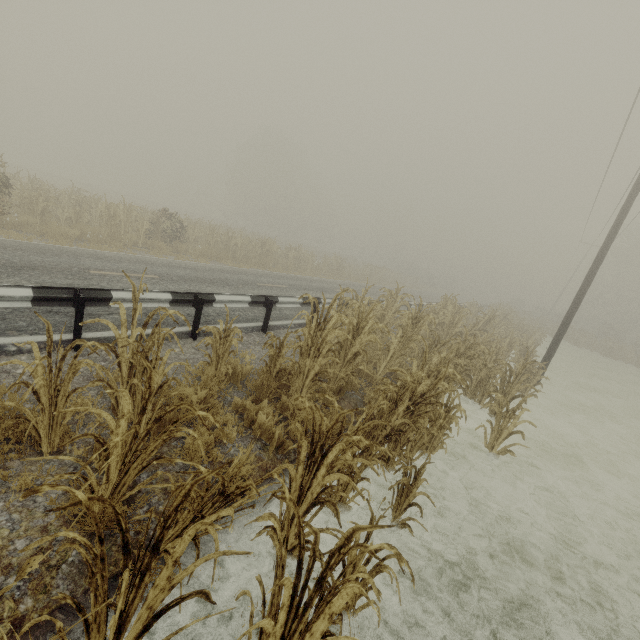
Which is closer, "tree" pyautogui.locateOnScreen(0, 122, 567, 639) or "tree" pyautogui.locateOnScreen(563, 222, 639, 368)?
"tree" pyautogui.locateOnScreen(0, 122, 567, 639)

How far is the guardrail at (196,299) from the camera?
5.9m

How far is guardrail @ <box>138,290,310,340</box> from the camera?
5.9m

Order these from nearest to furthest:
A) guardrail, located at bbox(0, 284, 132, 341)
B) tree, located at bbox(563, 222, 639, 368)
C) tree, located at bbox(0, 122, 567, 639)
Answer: tree, located at bbox(0, 122, 567, 639)
guardrail, located at bbox(0, 284, 132, 341)
tree, located at bbox(563, 222, 639, 368)

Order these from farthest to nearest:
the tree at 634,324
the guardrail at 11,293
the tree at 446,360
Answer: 1. the tree at 634,324
2. the guardrail at 11,293
3. the tree at 446,360

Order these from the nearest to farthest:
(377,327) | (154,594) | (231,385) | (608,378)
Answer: (154,594) < (231,385) < (377,327) < (608,378)

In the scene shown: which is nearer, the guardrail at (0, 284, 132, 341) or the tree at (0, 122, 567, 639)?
the tree at (0, 122, 567, 639)
